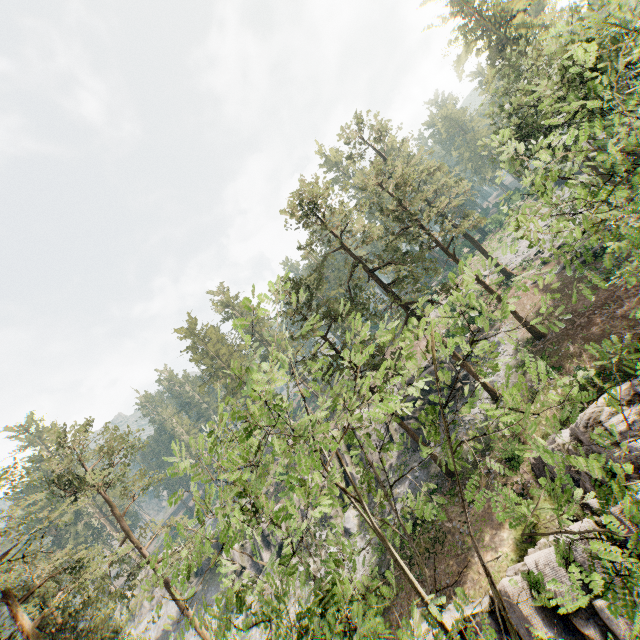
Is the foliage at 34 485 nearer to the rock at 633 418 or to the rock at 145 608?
the rock at 633 418

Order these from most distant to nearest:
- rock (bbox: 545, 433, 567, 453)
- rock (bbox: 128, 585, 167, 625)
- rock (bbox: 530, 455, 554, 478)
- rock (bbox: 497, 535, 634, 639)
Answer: rock (bbox: 128, 585, 167, 625), rock (bbox: 530, 455, 554, 478), rock (bbox: 545, 433, 567, 453), rock (bbox: 497, 535, 634, 639)

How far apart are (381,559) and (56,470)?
A: 27.3m

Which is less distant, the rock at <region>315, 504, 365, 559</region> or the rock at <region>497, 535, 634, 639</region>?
the rock at <region>497, 535, 634, 639</region>

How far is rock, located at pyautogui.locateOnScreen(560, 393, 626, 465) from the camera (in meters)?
15.26

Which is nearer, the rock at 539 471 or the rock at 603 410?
the rock at 603 410

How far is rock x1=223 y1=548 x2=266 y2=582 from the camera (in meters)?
36.41

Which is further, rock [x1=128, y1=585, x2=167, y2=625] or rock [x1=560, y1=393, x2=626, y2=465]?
rock [x1=128, y1=585, x2=167, y2=625]
